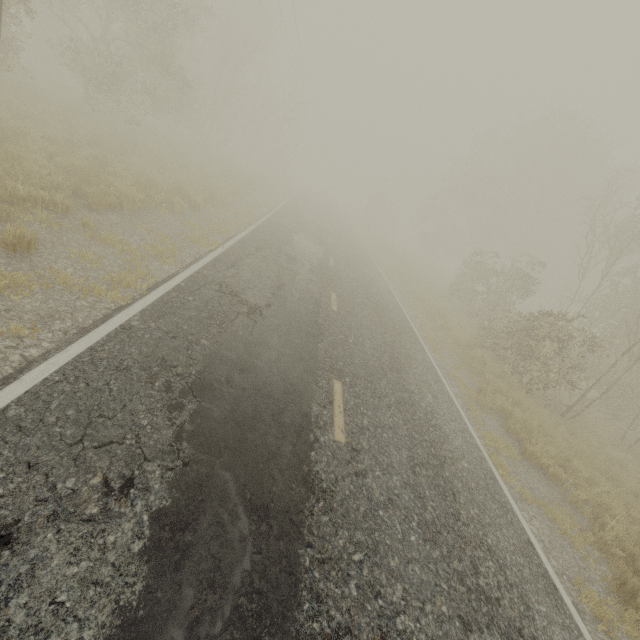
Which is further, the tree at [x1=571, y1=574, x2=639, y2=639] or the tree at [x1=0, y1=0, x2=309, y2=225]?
the tree at [x1=0, y1=0, x2=309, y2=225]

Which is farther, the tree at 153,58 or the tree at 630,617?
the tree at 153,58

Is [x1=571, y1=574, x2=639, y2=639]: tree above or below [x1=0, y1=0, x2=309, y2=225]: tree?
below

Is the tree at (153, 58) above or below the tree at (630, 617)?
above

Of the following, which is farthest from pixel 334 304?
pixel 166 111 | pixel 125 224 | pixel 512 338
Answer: pixel 166 111
